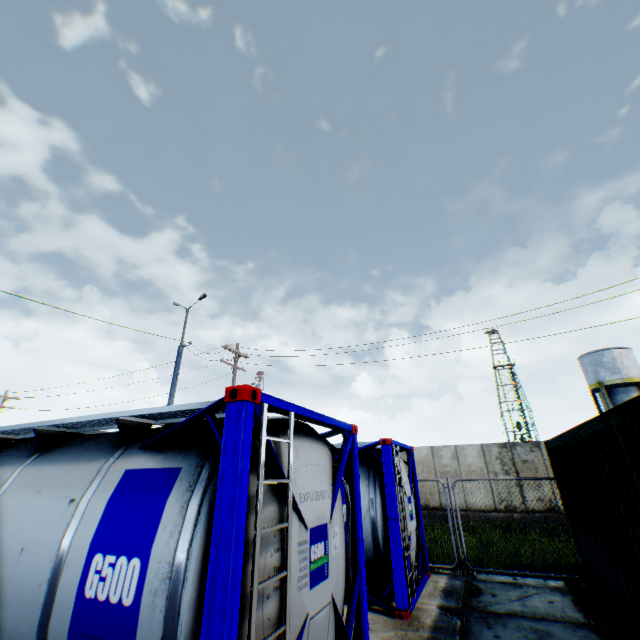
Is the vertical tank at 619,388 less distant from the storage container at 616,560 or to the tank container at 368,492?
the storage container at 616,560

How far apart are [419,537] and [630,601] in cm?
415

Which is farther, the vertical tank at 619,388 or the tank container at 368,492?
the vertical tank at 619,388

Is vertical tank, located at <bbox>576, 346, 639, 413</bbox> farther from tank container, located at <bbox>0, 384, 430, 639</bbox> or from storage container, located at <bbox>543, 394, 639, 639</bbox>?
tank container, located at <bbox>0, 384, 430, 639</bbox>

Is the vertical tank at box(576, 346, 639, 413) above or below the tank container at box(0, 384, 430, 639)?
above

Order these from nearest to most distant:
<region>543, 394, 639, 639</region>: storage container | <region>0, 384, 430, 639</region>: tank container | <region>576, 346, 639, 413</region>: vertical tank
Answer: <region>0, 384, 430, 639</region>: tank container < <region>543, 394, 639, 639</region>: storage container < <region>576, 346, 639, 413</region>: vertical tank

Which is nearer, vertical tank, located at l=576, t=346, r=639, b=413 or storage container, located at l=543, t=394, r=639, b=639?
storage container, located at l=543, t=394, r=639, b=639
